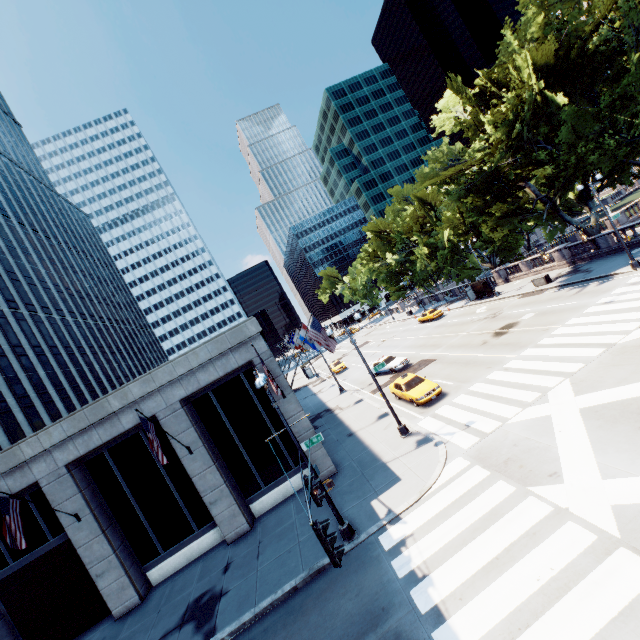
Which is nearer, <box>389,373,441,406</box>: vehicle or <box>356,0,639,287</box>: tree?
<box>389,373,441,406</box>: vehicle

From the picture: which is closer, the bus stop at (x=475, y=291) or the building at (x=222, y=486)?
the building at (x=222, y=486)

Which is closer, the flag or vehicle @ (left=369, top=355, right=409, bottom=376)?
the flag

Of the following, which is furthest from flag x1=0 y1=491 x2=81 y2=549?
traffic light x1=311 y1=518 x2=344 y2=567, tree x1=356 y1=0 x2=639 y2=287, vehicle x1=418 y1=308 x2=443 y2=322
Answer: vehicle x1=418 y1=308 x2=443 y2=322

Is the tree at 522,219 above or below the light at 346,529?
above

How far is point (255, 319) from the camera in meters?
17.5 m

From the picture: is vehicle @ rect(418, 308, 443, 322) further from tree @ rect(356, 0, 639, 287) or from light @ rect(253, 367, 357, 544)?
light @ rect(253, 367, 357, 544)

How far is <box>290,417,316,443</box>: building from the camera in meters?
17.6 m
